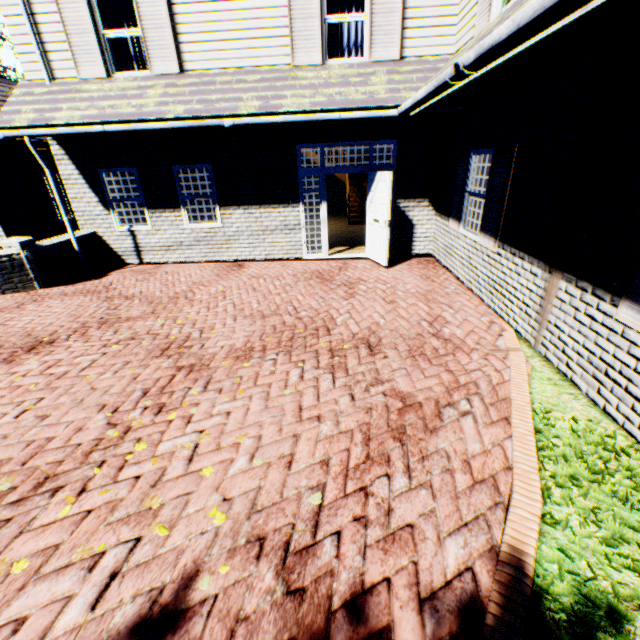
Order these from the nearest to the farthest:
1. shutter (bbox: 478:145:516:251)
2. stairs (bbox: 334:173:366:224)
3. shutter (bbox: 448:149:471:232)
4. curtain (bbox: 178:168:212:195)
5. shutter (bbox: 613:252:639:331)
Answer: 1. shutter (bbox: 613:252:639:331)
2. shutter (bbox: 478:145:516:251)
3. shutter (bbox: 448:149:471:232)
4. curtain (bbox: 178:168:212:195)
5. stairs (bbox: 334:173:366:224)

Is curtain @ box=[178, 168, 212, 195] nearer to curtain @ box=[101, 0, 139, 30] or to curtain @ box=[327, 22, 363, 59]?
curtain @ box=[101, 0, 139, 30]

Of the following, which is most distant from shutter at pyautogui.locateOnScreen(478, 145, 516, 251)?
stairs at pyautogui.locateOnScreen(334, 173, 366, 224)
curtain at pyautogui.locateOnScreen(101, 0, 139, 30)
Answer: curtain at pyautogui.locateOnScreen(101, 0, 139, 30)

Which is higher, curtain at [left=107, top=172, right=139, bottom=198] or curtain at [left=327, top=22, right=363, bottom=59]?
curtain at [left=327, top=22, right=363, bottom=59]

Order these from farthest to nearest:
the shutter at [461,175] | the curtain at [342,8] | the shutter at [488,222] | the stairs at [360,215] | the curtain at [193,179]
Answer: the stairs at [360,215] → the curtain at [193,179] → the curtain at [342,8] → the shutter at [461,175] → the shutter at [488,222]

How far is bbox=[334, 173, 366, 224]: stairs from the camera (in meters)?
13.77

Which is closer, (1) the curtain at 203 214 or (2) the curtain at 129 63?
(2) the curtain at 129 63

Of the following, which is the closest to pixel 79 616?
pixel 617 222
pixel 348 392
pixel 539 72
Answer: pixel 348 392
